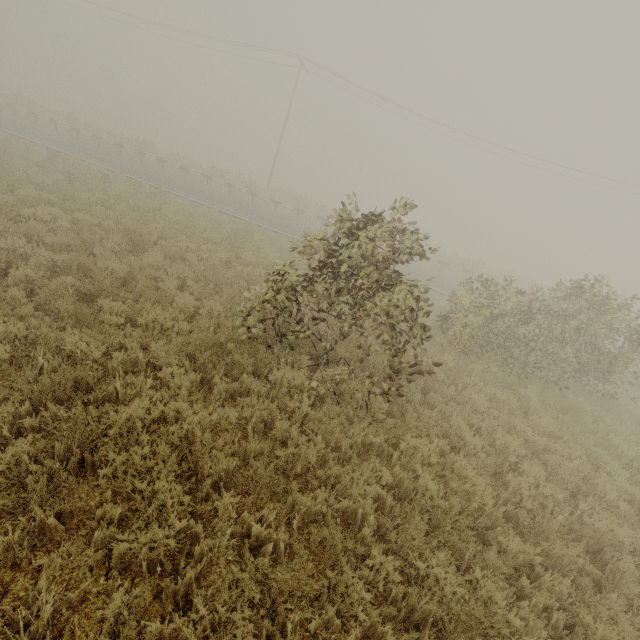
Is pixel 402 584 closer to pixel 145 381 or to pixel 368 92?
pixel 145 381
